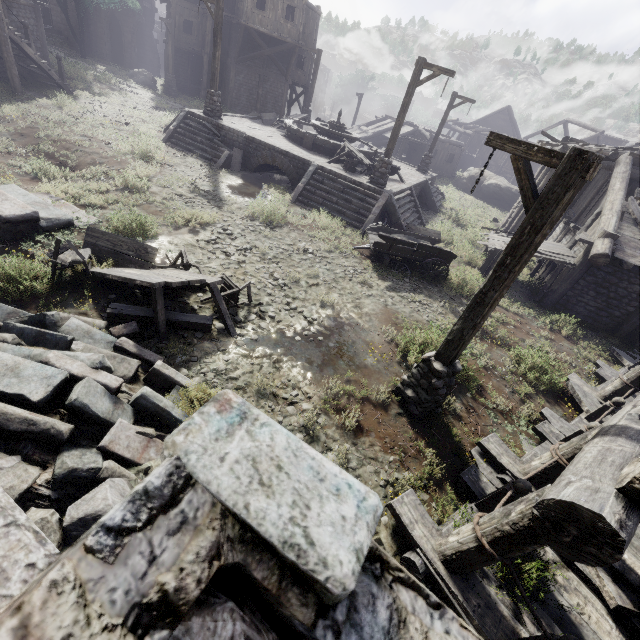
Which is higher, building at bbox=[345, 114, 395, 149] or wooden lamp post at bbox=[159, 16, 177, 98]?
building at bbox=[345, 114, 395, 149]

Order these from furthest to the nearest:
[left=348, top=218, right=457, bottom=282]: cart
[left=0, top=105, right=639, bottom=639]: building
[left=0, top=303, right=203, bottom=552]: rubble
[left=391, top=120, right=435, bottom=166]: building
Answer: [left=391, top=120, right=435, bottom=166]: building → [left=348, top=218, right=457, bottom=282]: cart → [left=0, top=303, right=203, bottom=552]: rubble → [left=0, top=105, right=639, bottom=639]: building

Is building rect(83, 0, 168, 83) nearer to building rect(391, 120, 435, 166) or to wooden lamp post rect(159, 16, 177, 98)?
wooden lamp post rect(159, 16, 177, 98)

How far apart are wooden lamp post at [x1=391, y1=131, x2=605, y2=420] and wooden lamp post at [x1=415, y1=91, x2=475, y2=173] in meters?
18.7

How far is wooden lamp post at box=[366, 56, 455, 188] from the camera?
12.1 meters

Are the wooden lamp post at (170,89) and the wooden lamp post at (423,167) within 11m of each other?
no

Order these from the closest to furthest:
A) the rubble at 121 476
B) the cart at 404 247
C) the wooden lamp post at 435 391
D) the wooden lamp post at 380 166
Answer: the rubble at 121 476
the wooden lamp post at 435 391
the cart at 404 247
the wooden lamp post at 380 166

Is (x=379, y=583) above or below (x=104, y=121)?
above
